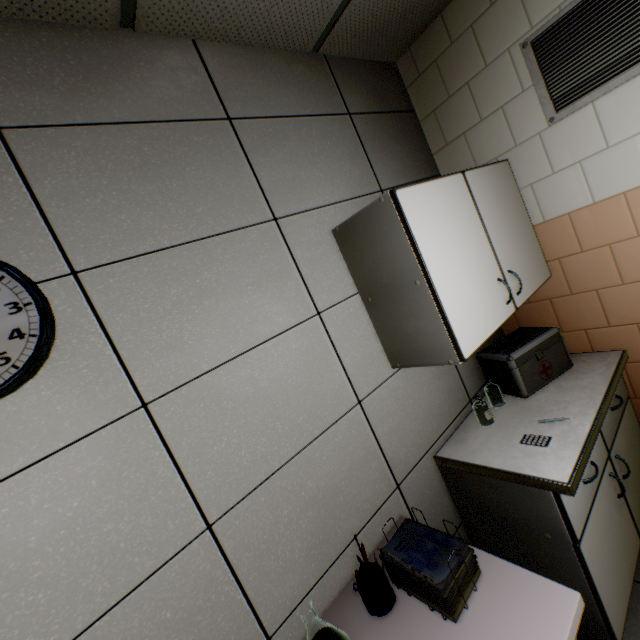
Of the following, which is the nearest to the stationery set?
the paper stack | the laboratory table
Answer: the paper stack

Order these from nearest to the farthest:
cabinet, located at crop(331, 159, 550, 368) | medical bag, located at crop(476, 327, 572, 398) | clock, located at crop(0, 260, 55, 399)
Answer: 1. clock, located at crop(0, 260, 55, 399)
2. cabinet, located at crop(331, 159, 550, 368)
3. medical bag, located at crop(476, 327, 572, 398)

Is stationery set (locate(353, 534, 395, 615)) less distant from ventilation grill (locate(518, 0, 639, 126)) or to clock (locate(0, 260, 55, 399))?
clock (locate(0, 260, 55, 399))

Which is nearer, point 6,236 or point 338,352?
point 6,236

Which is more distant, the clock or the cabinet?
the cabinet

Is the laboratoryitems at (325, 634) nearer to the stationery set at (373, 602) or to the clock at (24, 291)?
the stationery set at (373, 602)

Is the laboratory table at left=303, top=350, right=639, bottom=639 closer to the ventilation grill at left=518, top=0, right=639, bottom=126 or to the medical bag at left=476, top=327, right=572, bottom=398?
the medical bag at left=476, top=327, right=572, bottom=398

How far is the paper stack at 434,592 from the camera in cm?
108
